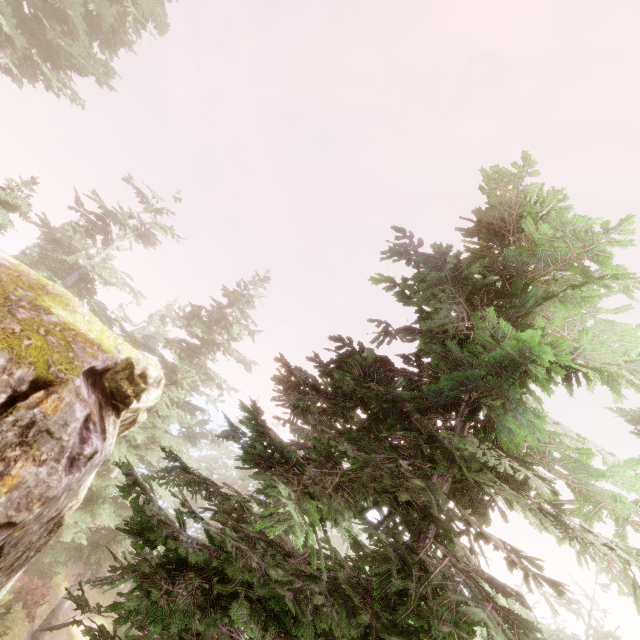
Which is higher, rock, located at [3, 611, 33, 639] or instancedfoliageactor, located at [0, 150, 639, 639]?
instancedfoliageactor, located at [0, 150, 639, 639]

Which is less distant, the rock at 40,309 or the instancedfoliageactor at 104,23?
the rock at 40,309

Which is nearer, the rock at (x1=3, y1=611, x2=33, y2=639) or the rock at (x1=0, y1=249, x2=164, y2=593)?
the rock at (x1=0, y1=249, x2=164, y2=593)

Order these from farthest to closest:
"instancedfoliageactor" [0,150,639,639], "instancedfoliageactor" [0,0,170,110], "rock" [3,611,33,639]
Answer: "instancedfoliageactor" [0,0,170,110] < "rock" [3,611,33,639] < "instancedfoliageactor" [0,150,639,639]

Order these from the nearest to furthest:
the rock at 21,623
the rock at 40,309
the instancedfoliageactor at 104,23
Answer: the rock at 40,309, the rock at 21,623, the instancedfoliageactor at 104,23

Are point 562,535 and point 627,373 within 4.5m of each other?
yes

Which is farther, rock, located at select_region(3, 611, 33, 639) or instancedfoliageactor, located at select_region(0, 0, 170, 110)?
instancedfoliageactor, located at select_region(0, 0, 170, 110)
